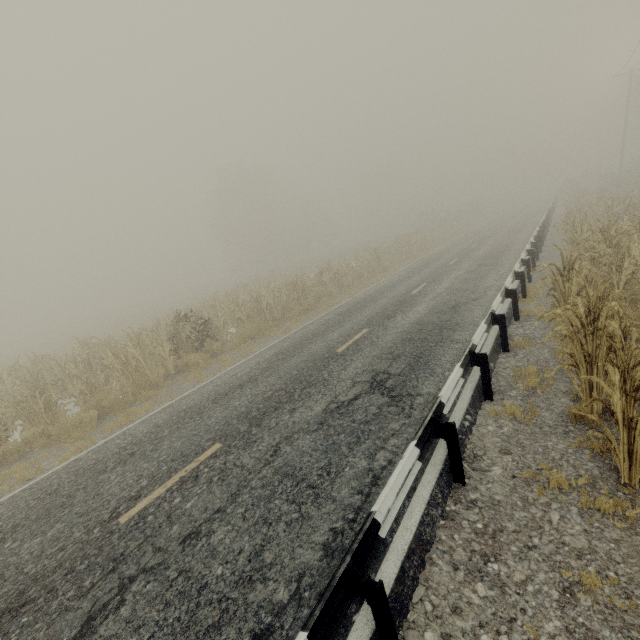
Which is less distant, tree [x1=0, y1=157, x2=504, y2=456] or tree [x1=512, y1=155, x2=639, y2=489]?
tree [x1=512, y1=155, x2=639, y2=489]

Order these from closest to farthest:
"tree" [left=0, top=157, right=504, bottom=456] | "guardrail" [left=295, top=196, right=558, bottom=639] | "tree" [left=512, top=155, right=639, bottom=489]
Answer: "guardrail" [left=295, top=196, right=558, bottom=639] < "tree" [left=512, top=155, right=639, bottom=489] < "tree" [left=0, top=157, right=504, bottom=456]

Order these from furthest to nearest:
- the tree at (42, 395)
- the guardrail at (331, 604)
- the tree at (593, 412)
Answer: the tree at (42, 395) < the tree at (593, 412) < the guardrail at (331, 604)

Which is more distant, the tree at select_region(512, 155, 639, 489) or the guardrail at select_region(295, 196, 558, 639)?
the tree at select_region(512, 155, 639, 489)

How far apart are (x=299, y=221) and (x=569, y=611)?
60.7 meters

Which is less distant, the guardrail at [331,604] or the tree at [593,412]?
the guardrail at [331,604]
